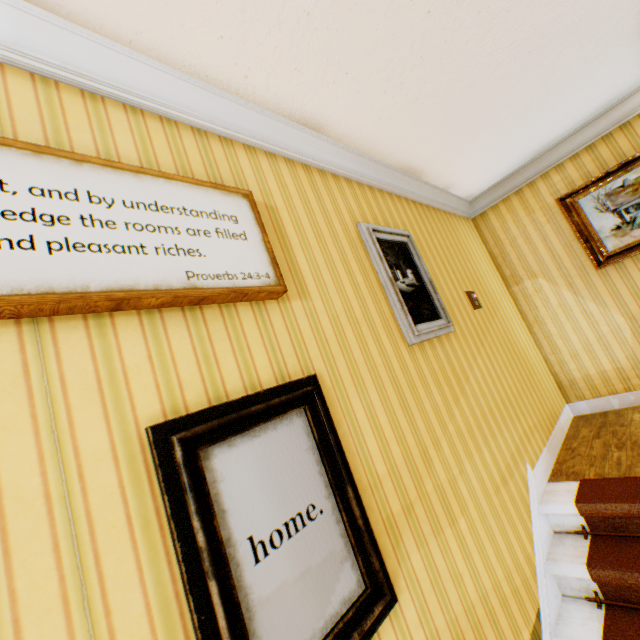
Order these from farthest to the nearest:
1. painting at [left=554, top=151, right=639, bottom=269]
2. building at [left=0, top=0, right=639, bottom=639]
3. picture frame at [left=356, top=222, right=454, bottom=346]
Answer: painting at [left=554, top=151, right=639, bottom=269]
picture frame at [left=356, top=222, right=454, bottom=346]
building at [left=0, top=0, right=639, bottom=639]

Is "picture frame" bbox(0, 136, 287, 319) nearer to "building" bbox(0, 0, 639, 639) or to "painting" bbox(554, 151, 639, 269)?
"building" bbox(0, 0, 639, 639)

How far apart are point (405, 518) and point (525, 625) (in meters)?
1.14

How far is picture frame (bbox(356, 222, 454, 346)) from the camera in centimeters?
231cm

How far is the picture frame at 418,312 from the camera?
2.3 meters

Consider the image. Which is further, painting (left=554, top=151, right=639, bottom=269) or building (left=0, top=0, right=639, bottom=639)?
painting (left=554, top=151, right=639, bottom=269)

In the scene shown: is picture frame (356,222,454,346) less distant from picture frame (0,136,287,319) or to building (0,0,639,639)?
building (0,0,639,639)

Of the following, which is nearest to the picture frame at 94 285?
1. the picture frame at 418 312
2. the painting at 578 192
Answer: the picture frame at 418 312
